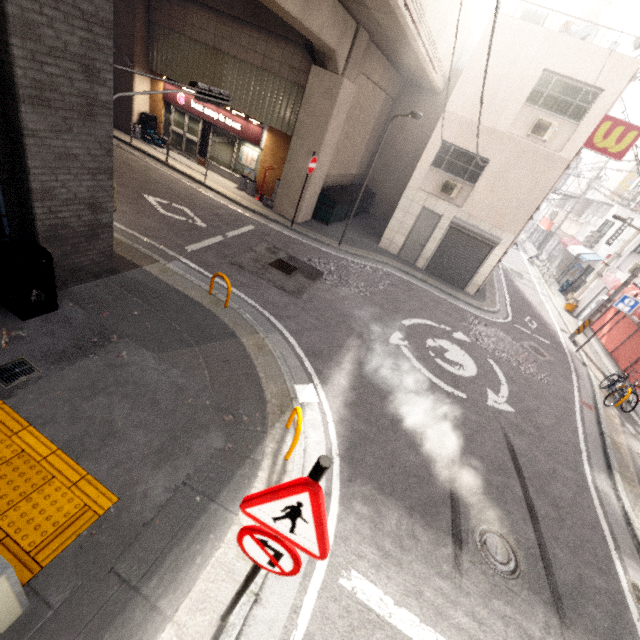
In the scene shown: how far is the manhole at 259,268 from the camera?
9.53m

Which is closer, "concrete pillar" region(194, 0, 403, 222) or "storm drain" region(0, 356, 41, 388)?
"storm drain" region(0, 356, 41, 388)

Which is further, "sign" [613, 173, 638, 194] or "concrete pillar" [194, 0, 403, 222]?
"sign" [613, 173, 638, 194]

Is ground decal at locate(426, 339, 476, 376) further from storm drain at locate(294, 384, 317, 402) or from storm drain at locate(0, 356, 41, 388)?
storm drain at locate(0, 356, 41, 388)

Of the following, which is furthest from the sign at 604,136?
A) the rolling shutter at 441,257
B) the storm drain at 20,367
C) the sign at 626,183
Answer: the sign at 626,183

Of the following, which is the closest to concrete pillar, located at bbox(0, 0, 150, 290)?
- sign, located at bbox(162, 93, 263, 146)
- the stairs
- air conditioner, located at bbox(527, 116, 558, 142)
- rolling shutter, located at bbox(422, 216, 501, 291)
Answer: sign, located at bbox(162, 93, 263, 146)

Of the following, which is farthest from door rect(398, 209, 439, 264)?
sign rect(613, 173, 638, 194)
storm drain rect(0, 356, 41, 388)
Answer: sign rect(613, 173, 638, 194)

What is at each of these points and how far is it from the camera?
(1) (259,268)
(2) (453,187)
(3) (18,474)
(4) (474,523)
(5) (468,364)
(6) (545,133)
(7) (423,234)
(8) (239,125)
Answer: (1) manhole, 9.9m
(2) air conditioner, 13.3m
(3) groundtactileadastrip, 3.7m
(4) manhole, 5.4m
(5) ground decal, 9.7m
(6) air conditioner, 11.5m
(7) door, 14.7m
(8) sign, 14.5m
